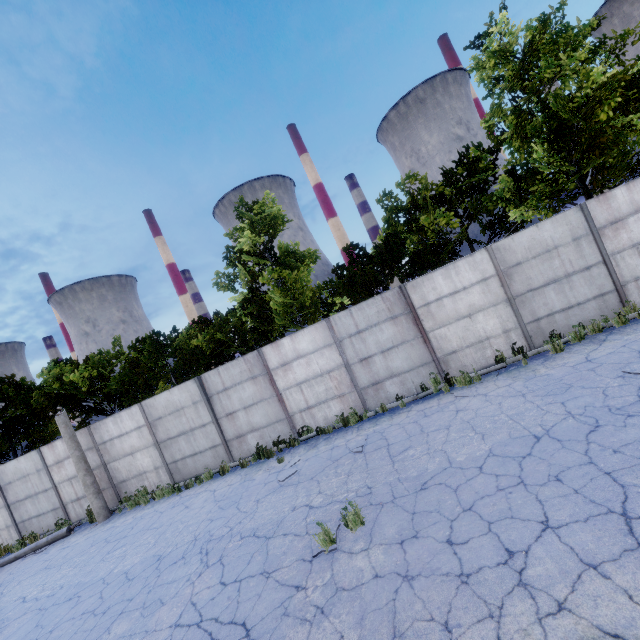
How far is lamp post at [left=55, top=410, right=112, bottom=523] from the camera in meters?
12.8 m

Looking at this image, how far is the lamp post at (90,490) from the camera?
12.8m

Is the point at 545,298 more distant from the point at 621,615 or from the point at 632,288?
the point at 621,615
